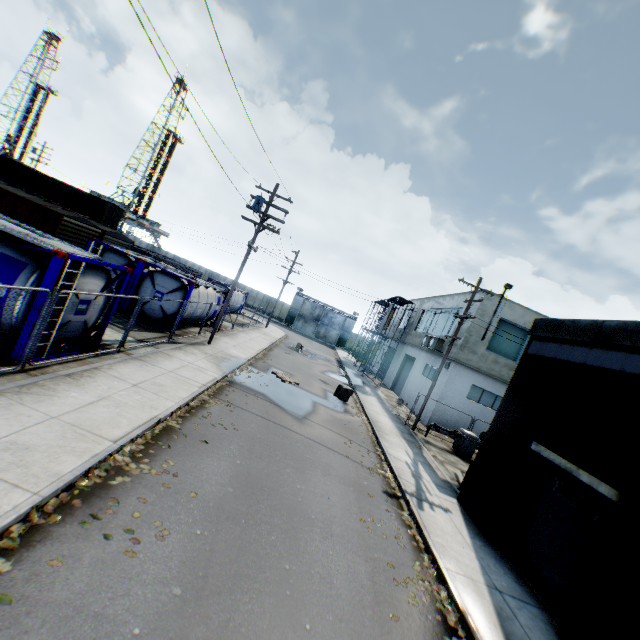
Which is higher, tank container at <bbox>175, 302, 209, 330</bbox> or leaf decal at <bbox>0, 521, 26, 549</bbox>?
tank container at <bbox>175, 302, 209, 330</bbox>

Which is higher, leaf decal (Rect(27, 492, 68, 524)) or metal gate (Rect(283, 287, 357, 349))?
metal gate (Rect(283, 287, 357, 349))

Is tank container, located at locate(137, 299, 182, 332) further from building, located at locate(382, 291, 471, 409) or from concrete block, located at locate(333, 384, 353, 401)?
building, located at locate(382, 291, 471, 409)

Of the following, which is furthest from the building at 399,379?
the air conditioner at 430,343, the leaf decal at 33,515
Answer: the leaf decal at 33,515

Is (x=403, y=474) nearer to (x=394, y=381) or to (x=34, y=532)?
(x=34, y=532)

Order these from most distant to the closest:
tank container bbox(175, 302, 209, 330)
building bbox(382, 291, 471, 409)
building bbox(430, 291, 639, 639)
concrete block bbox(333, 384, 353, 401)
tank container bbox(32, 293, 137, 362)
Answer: building bbox(382, 291, 471, 409) → concrete block bbox(333, 384, 353, 401) → tank container bbox(175, 302, 209, 330) → tank container bbox(32, 293, 137, 362) → building bbox(430, 291, 639, 639)

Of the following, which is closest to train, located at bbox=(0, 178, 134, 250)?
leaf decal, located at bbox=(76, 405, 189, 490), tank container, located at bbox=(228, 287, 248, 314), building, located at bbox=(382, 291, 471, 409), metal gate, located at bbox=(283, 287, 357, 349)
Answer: tank container, located at bbox=(228, 287, 248, 314)

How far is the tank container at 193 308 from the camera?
17.7 meters
